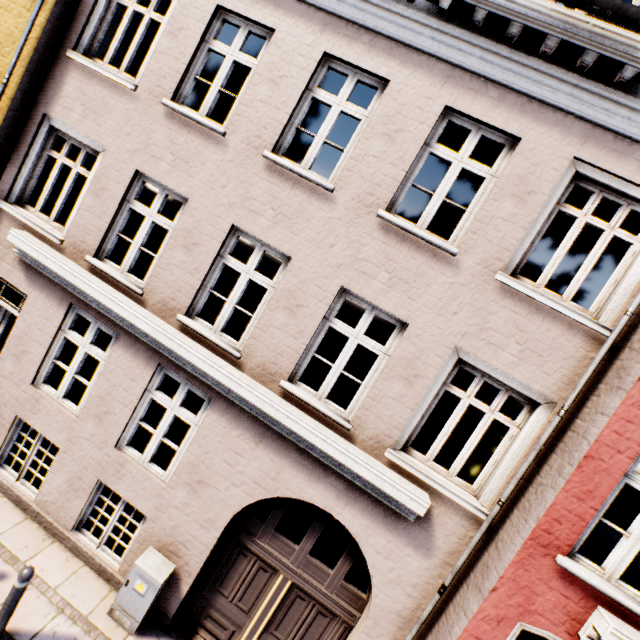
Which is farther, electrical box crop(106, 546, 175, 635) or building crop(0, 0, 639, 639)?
electrical box crop(106, 546, 175, 635)

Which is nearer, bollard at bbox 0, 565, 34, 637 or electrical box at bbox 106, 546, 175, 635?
bollard at bbox 0, 565, 34, 637

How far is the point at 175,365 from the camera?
5.2 meters

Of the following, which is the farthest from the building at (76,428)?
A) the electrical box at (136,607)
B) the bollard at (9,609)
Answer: the bollard at (9,609)

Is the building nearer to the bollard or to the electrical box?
the electrical box

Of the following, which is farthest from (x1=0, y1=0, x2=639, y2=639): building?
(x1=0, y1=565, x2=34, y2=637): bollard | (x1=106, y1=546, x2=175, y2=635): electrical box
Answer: (x1=0, y1=565, x2=34, y2=637): bollard

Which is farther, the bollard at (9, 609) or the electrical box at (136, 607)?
the electrical box at (136, 607)
